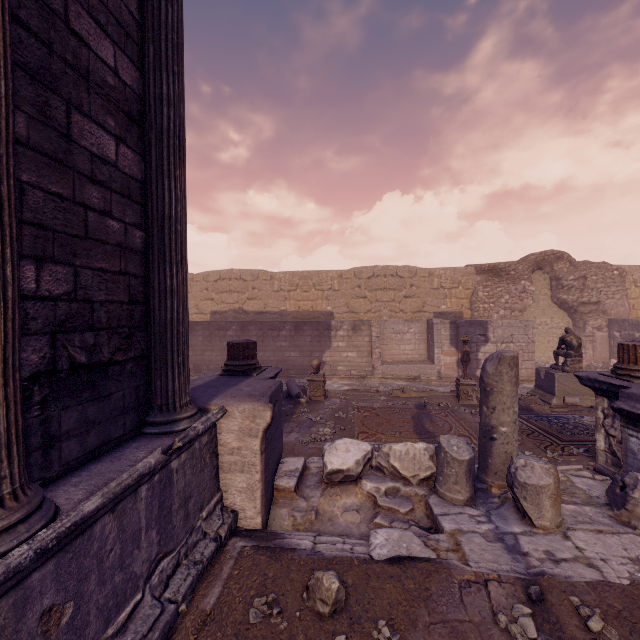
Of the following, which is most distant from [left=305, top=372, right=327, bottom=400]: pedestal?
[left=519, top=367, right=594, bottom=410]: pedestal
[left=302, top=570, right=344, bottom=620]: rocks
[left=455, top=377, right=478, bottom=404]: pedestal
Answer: [left=302, top=570, right=344, bottom=620]: rocks

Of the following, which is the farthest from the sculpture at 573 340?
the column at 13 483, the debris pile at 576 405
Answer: the column at 13 483

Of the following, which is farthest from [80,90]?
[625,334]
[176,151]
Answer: [625,334]

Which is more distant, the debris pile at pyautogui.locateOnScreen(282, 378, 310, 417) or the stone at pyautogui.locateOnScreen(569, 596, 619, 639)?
the debris pile at pyautogui.locateOnScreen(282, 378, 310, 417)

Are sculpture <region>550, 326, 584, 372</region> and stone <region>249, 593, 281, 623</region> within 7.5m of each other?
no

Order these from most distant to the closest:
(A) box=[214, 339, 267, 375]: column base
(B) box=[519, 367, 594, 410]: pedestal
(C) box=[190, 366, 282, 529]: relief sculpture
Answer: (B) box=[519, 367, 594, 410]: pedestal → (A) box=[214, 339, 267, 375]: column base → (C) box=[190, 366, 282, 529]: relief sculpture

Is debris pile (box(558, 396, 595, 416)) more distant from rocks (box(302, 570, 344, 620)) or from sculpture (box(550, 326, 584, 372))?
rocks (box(302, 570, 344, 620))

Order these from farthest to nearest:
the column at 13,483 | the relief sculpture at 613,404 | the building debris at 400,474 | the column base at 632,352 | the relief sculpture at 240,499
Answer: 1. the column base at 632,352
2. the relief sculpture at 613,404
3. the relief sculpture at 240,499
4. the building debris at 400,474
5. the column at 13,483
